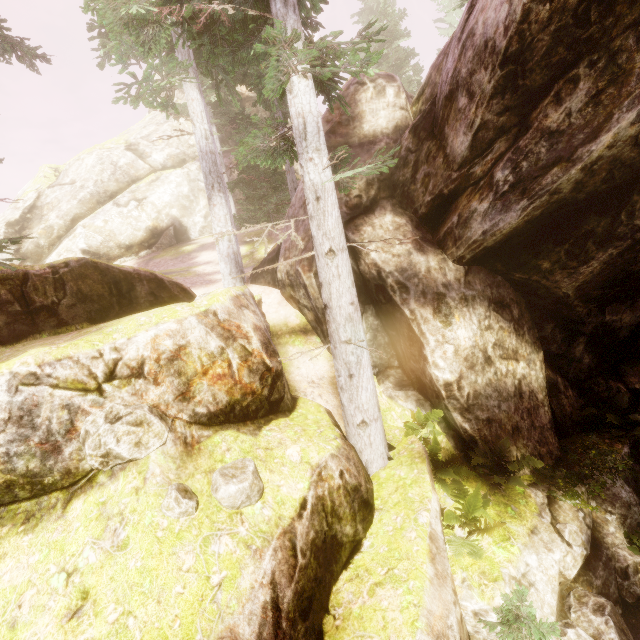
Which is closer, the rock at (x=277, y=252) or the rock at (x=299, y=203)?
the rock at (x=277, y=252)

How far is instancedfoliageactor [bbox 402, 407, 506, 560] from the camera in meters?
5.6

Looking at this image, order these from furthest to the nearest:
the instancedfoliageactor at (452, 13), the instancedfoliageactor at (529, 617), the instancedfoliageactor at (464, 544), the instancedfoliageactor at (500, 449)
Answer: the instancedfoliageactor at (452, 13) → the instancedfoliageactor at (500, 449) → the instancedfoliageactor at (464, 544) → the instancedfoliageactor at (529, 617)

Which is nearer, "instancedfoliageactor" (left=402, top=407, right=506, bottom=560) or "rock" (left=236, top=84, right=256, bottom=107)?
"instancedfoliageactor" (left=402, top=407, right=506, bottom=560)

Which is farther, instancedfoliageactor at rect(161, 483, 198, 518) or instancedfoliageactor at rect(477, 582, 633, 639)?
instancedfoliageactor at rect(477, 582, 633, 639)

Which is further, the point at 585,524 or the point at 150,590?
the point at 585,524

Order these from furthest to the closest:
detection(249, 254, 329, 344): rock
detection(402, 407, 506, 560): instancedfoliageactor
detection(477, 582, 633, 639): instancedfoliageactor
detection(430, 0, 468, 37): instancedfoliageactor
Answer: detection(430, 0, 468, 37): instancedfoliageactor → detection(249, 254, 329, 344): rock → detection(402, 407, 506, 560): instancedfoliageactor → detection(477, 582, 633, 639): instancedfoliageactor
